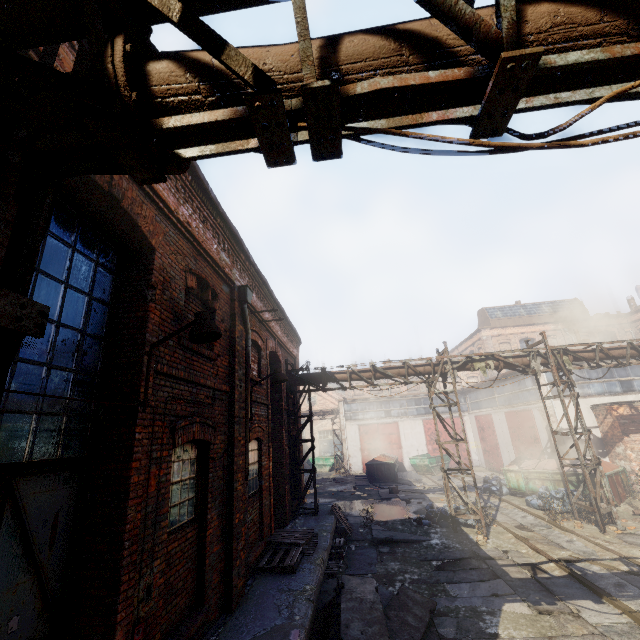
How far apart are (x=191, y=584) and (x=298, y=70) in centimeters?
674cm

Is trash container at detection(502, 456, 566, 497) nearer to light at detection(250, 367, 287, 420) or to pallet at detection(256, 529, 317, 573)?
pallet at detection(256, 529, 317, 573)

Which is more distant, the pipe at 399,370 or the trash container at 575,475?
the trash container at 575,475

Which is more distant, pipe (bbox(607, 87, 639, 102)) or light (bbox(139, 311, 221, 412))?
light (bbox(139, 311, 221, 412))

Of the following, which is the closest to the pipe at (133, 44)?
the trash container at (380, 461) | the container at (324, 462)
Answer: the trash container at (380, 461)

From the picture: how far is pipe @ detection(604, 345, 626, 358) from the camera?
12.7m

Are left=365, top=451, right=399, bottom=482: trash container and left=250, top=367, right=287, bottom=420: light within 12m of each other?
no

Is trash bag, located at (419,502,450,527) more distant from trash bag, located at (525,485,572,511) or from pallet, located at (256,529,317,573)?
pallet, located at (256,529,317,573)
